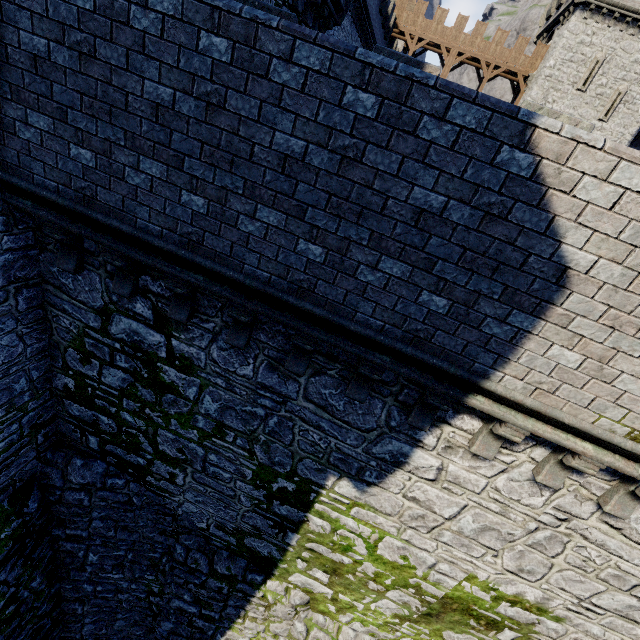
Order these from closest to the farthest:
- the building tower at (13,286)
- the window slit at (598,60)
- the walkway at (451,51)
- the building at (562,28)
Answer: the building tower at (13,286) < the building at (562,28) < the window slit at (598,60) < the walkway at (451,51)

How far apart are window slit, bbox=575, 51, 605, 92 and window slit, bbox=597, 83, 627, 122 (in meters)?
1.97

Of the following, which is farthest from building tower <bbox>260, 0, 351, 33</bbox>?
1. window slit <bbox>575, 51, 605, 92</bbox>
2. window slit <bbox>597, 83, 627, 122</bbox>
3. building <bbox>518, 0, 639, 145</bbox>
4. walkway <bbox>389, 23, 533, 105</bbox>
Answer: window slit <bbox>597, 83, 627, 122</bbox>

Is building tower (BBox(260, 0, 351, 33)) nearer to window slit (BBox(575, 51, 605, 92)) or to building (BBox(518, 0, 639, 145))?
building (BBox(518, 0, 639, 145))

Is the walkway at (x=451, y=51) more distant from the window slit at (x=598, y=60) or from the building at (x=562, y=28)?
the window slit at (x=598, y=60)

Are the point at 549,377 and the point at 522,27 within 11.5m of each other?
no

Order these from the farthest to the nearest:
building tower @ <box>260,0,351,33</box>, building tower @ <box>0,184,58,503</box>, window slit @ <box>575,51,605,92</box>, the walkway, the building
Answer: the walkway < window slit @ <box>575,51,605,92</box> < the building < building tower @ <box>260,0,351,33</box> < building tower @ <box>0,184,58,503</box>

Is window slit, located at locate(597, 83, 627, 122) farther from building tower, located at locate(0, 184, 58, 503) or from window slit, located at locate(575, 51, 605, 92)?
building tower, located at locate(0, 184, 58, 503)
